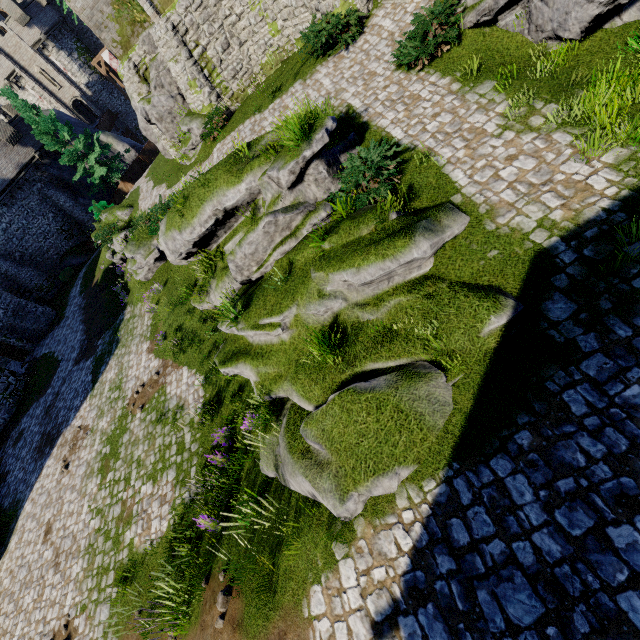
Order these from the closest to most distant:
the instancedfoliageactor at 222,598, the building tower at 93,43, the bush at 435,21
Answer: the instancedfoliageactor at 222,598
the bush at 435,21
the building tower at 93,43

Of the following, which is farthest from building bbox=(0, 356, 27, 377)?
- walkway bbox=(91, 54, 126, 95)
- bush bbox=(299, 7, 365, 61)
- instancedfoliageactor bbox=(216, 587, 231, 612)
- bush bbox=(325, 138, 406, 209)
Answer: walkway bbox=(91, 54, 126, 95)

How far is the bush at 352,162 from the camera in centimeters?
759cm

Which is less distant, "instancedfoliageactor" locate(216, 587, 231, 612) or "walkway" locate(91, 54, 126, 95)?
"instancedfoliageactor" locate(216, 587, 231, 612)

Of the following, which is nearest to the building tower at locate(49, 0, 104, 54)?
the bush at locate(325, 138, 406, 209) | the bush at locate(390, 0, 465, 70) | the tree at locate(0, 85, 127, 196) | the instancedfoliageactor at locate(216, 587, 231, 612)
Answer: the tree at locate(0, 85, 127, 196)

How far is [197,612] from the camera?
7.0 meters

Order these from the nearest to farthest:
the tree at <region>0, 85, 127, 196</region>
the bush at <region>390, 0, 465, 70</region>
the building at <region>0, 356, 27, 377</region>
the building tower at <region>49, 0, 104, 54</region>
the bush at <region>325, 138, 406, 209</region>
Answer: the bush at <region>325, 138, 406, 209</region>, the bush at <region>390, 0, 465, 70</region>, the building at <region>0, 356, 27, 377</region>, the tree at <region>0, 85, 127, 196</region>, the building tower at <region>49, 0, 104, 54</region>

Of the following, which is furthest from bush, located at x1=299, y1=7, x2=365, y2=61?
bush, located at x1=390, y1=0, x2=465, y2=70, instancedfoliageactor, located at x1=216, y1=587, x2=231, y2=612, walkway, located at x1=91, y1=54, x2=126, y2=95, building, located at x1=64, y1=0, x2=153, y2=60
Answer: walkway, located at x1=91, y1=54, x2=126, y2=95
